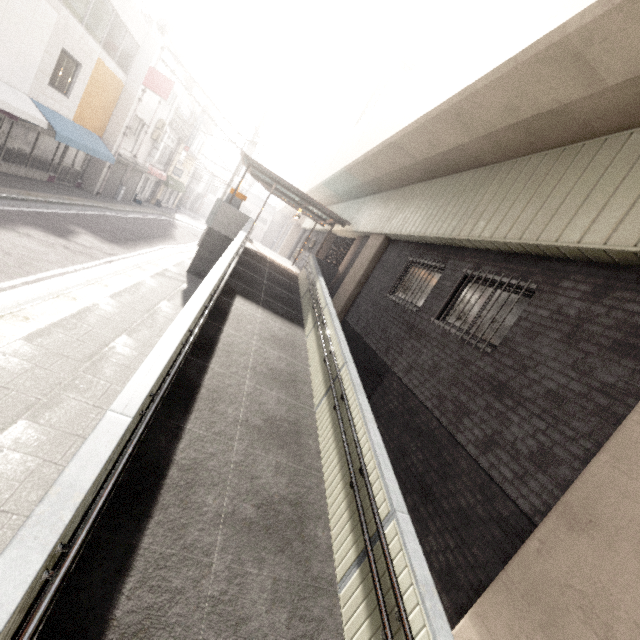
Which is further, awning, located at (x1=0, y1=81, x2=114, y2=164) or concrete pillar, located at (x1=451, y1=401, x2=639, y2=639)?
awning, located at (x1=0, y1=81, x2=114, y2=164)

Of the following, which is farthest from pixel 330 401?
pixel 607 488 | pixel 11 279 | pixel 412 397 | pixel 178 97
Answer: pixel 178 97

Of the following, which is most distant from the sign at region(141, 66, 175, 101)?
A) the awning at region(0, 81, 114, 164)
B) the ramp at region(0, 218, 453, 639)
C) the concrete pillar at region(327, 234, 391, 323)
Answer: the concrete pillar at region(327, 234, 391, 323)

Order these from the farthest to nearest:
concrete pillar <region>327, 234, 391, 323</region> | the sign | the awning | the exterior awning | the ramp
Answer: the sign → the exterior awning → concrete pillar <region>327, 234, 391, 323</region> → the awning → the ramp

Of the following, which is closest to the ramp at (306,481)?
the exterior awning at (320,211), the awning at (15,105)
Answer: the exterior awning at (320,211)

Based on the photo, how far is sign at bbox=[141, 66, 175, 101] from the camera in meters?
17.0 m

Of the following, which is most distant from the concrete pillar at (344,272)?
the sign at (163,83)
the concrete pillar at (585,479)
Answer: the sign at (163,83)

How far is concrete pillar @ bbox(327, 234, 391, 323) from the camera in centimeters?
1116cm
